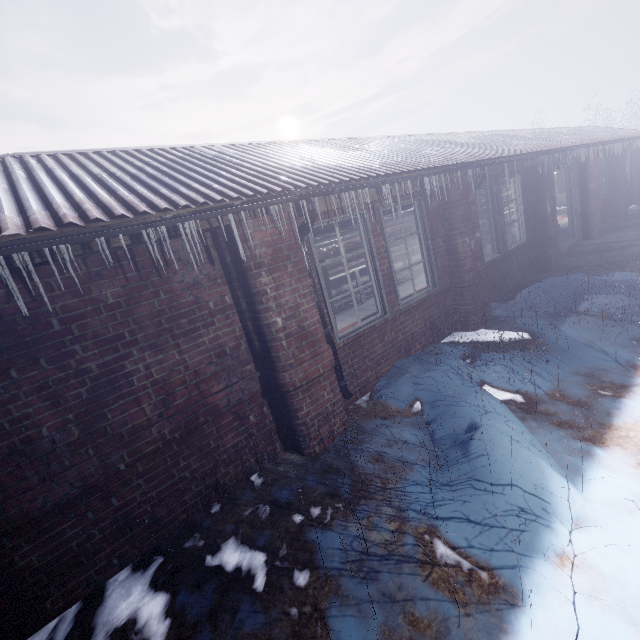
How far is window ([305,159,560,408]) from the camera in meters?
3.7 m

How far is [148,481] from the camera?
2.41m

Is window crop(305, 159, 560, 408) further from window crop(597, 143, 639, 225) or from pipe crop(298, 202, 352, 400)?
window crop(597, 143, 639, 225)

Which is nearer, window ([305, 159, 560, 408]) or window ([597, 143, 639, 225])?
window ([305, 159, 560, 408])

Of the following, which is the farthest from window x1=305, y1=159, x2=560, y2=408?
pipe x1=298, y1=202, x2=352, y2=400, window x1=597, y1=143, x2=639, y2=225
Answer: window x1=597, y1=143, x2=639, y2=225

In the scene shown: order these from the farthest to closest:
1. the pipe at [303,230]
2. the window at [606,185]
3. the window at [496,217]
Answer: the window at [606,185] < the window at [496,217] < the pipe at [303,230]

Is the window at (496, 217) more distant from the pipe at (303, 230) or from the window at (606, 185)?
the window at (606, 185)

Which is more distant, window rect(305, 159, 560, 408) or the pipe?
window rect(305, 159, 560, 408)
